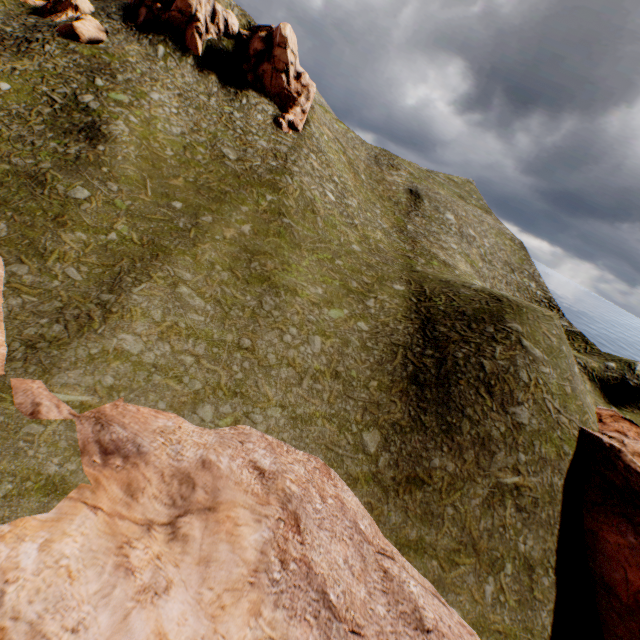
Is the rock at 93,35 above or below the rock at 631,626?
above

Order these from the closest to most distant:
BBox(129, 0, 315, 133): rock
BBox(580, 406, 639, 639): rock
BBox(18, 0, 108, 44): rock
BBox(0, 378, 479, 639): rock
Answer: BBox(0, 378, 479, 639): rock
BBox(580, 406, 639, 639): rock
BBox(18, 0, 108, 44): rock
BBox(129, 0, 315, 133): rock

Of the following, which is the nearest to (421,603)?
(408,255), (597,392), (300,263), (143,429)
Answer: (143,429)

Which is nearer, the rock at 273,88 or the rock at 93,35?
the rock at 93,35

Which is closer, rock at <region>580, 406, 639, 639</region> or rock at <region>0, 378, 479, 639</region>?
rock at <region>0, 378, 479, 639</region>

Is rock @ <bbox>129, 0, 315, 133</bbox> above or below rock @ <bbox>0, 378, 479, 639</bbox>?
above

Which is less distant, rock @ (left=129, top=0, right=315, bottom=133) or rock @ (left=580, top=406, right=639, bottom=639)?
rock @ (left=580, top=406, right=639, bottom=639)

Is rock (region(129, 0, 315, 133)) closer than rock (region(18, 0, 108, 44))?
No
